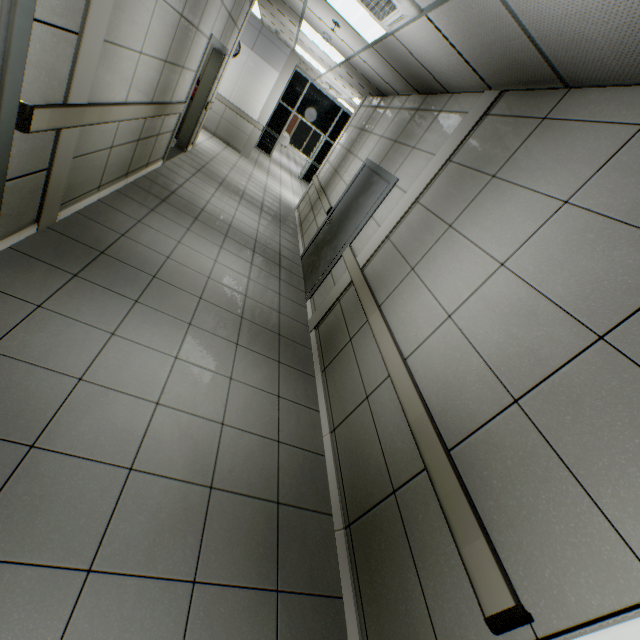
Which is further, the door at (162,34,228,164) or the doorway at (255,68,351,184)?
the doorway at (255,68,351,184)

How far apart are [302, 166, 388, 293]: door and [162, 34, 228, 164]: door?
3.01m

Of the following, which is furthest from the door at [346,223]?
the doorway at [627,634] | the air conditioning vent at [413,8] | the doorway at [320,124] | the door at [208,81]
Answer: the doorway at [320,124]

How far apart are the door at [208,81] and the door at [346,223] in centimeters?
301cm

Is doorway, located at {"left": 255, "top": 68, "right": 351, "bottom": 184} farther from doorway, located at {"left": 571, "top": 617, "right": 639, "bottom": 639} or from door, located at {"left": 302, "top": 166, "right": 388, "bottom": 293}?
doorway, located at {"left": 571, "top": 617, "right": 639, "bottom": 639}

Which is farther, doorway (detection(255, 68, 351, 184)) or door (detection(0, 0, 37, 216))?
doorway (detection(255, 68, 351, 184))

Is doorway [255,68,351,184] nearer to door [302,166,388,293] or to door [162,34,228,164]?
door [162,34,228,164]

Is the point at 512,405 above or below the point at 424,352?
above
